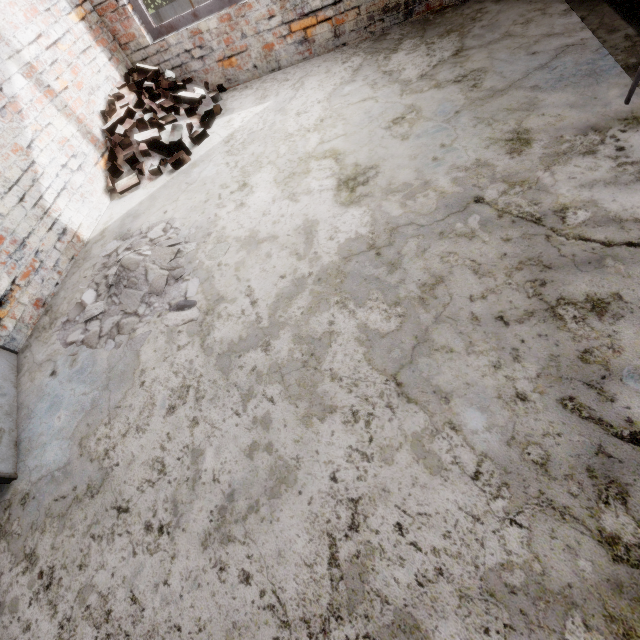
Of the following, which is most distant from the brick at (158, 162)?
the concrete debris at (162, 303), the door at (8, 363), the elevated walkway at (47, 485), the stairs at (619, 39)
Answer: the stairs at (619, 39)

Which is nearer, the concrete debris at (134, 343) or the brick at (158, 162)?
the concrete debris at (134, 343)

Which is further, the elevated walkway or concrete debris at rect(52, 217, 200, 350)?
concrete debris at rect(52, 217, 200, 350)

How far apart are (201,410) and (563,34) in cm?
392

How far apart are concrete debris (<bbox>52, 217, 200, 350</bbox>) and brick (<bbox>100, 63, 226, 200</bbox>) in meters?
0.8 m

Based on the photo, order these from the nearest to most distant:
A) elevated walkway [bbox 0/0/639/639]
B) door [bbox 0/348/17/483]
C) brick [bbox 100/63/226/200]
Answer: elevated walkway [bbox 0/0/639/639], door [bbox 0/348/17/483], brick [bbox 100/63/226/200]

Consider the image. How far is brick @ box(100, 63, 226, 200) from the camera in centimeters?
358cm

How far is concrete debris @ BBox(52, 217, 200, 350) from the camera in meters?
2.4 m
